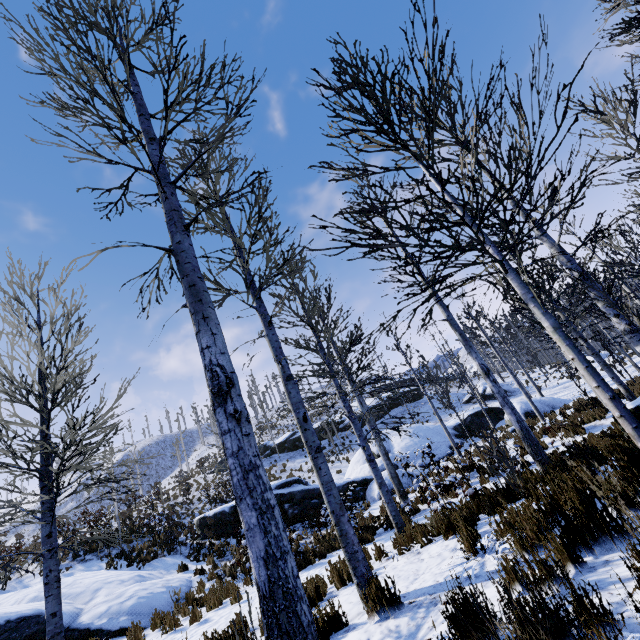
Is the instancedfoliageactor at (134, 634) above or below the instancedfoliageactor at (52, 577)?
below

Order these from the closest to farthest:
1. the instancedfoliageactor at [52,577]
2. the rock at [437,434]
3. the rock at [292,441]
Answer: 1. the instancedfoliageactor at [52,577]
2. the rock at [437,434]
3. the rock at [292,441]

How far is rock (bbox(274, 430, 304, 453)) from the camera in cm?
3145

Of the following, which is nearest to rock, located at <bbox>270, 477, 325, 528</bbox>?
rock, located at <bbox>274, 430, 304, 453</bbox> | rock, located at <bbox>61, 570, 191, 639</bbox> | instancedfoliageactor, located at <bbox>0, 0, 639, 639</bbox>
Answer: instancedfoliageactor, located at <bbox>0, 0, 639, 639</bbox>

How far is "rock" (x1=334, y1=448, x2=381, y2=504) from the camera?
15.3m

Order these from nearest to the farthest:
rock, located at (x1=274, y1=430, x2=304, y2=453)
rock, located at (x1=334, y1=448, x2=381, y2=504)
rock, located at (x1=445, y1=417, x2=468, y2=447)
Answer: rock, located at (x1=334, y1=448, x2=381, y2=504) → rock, located at (x1=445, y1=417, x2=468, y2=447) → rock, located at (x1=274, y1=430, x2=304, y2=453)

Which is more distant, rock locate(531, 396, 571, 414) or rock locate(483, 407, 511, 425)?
rock locate(483, 407, 511, 425)

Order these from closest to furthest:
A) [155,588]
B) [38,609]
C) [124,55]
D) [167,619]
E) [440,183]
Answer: [440,183] → [124,55] → [167,619] → [38,609] → [155,588]
